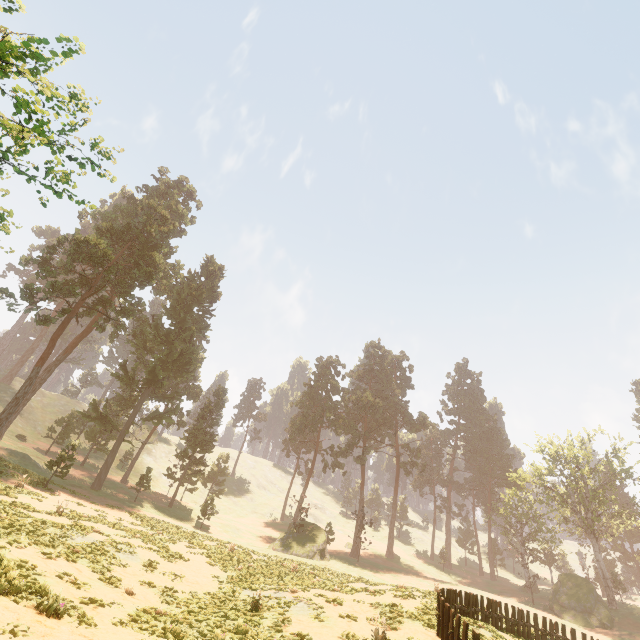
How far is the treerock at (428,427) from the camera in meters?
57.5

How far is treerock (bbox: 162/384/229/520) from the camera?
41.28m

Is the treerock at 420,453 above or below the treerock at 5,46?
above

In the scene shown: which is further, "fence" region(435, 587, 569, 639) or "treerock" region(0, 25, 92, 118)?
"fence" region(435, 587, 569, 639)

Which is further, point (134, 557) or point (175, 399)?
point (175, 399)

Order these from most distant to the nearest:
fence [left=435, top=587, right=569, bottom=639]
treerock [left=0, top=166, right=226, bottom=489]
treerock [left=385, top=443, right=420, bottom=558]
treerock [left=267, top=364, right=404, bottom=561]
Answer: treerock [left=385, top=443, right=420, bottom=558], treerock [left=267, top=364, right=404, bottom=561], treerock [left=0, top=166, right=226, bottom=489], fence [left=435, top=587, right=569, bottom=639]
